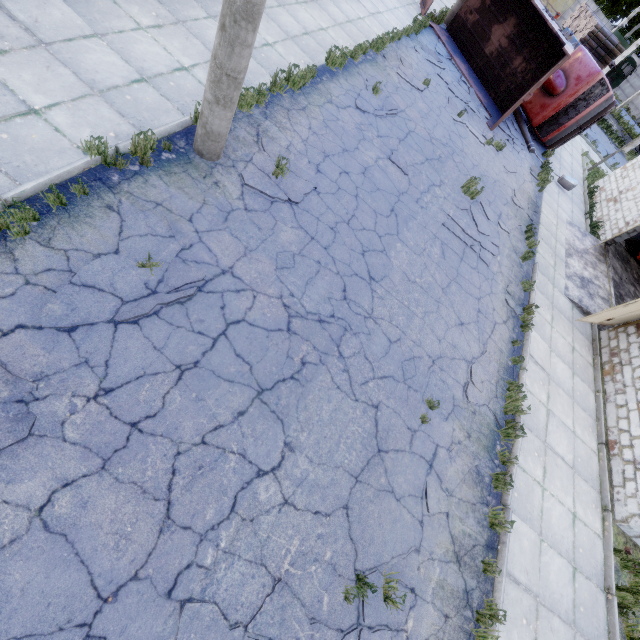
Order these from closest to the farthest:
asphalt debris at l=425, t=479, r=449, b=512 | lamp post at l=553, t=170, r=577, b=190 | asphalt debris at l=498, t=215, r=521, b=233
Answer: asphalt debris at l=425, t=479, r=449, b=512 < asphalt debris at l=498, t=215, r=521, b=233 < lamp post at l=553, t=170, r=577, b=190

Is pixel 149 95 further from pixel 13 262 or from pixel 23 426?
pixel 23 426

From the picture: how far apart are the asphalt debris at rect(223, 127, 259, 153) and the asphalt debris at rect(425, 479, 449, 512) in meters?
5.3 m

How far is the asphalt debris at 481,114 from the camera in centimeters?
1324cm

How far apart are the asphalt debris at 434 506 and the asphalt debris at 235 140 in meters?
5.3 m

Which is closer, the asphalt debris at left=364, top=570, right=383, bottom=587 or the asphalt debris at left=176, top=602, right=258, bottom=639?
the asphalt debris at left=176, top=602, right=258, bottom=639

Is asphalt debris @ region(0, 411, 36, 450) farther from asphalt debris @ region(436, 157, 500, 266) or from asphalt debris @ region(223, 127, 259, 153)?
asphalt debris @ region(436, 157, 500, 266)

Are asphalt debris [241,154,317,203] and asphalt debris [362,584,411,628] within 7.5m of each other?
yes
